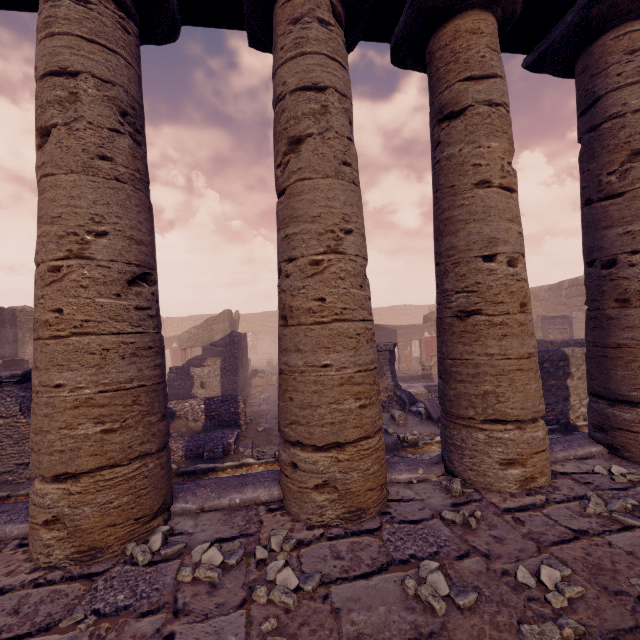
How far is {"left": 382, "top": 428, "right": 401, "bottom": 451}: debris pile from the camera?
7.3 meters

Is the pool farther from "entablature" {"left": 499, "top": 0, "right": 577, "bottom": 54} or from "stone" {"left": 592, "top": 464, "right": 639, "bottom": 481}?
"entablature" {"left": 499, "top": 0, "right": 577, "bottom": 54}

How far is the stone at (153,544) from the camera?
2.51m

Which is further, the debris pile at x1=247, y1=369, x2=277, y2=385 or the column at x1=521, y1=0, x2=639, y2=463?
the debris pile at x1=247, y1=369, x2=277, y2=385

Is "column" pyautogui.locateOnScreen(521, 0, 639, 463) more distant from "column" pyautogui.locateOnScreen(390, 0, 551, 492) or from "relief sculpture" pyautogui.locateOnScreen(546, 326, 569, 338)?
"relief sculpture" pyautogui.locateOnScreen(546, 326, 569, 338)

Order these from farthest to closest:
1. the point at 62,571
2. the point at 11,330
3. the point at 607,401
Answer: the point at 11,330, the point at 607,401, the point at 62,571

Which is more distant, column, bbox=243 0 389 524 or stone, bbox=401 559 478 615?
column, bbox=243 0 389 524

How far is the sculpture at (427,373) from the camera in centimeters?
1478cm
